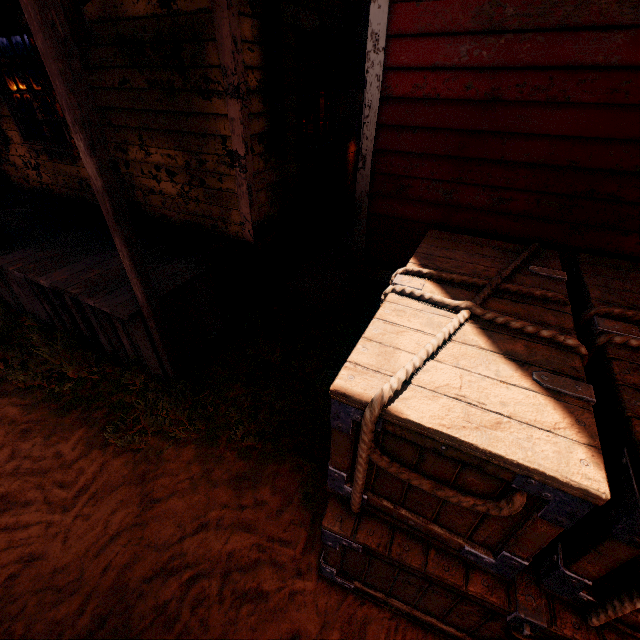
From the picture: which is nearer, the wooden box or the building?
the wooden box

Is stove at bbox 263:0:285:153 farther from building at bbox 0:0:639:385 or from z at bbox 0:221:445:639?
z at bbox 0:221:445:639

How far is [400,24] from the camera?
2.6m

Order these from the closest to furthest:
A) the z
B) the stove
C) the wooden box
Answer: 1. the wooden box
2. the z
3. the stove

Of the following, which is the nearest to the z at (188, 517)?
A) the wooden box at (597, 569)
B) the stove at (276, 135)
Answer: the wooden box at (597, 569)

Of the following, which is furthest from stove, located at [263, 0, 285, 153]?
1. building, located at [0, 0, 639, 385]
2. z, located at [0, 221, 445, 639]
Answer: z, located at [0, 221, 445, 639]

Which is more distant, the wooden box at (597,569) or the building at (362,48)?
the building at (362,48)

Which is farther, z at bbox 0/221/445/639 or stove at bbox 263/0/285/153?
stove at bbox 263/0/285/153
